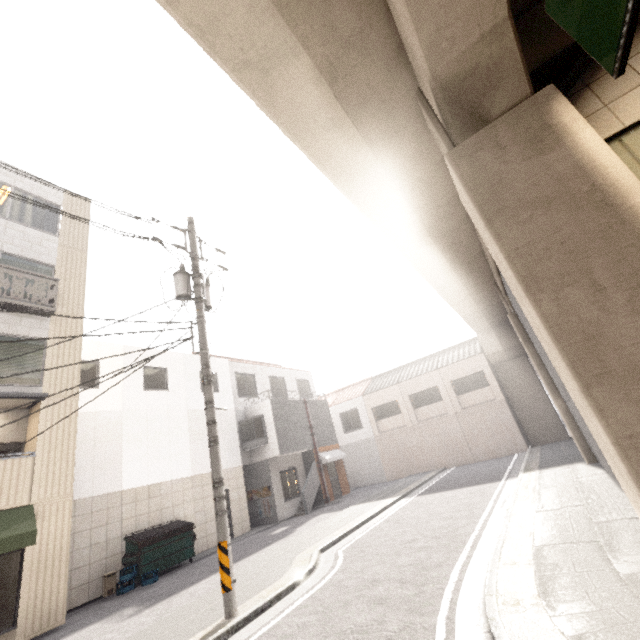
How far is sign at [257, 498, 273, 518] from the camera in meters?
16.4 m

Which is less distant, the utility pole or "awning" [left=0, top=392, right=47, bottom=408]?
the utility pole

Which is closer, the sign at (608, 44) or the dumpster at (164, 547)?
the sign at (608, 44)

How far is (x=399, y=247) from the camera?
9.1m

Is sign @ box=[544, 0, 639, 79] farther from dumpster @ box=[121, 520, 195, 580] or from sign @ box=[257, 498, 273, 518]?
sign @ box=[257, 498, 273, 518]

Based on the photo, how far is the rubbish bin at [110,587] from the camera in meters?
10.1

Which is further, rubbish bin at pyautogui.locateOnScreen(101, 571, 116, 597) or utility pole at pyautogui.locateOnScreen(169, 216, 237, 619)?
rubbish bin at pyautogui.locateOnScreen(101, 571, 116, 597)

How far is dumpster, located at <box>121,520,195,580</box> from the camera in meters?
10.6 m
